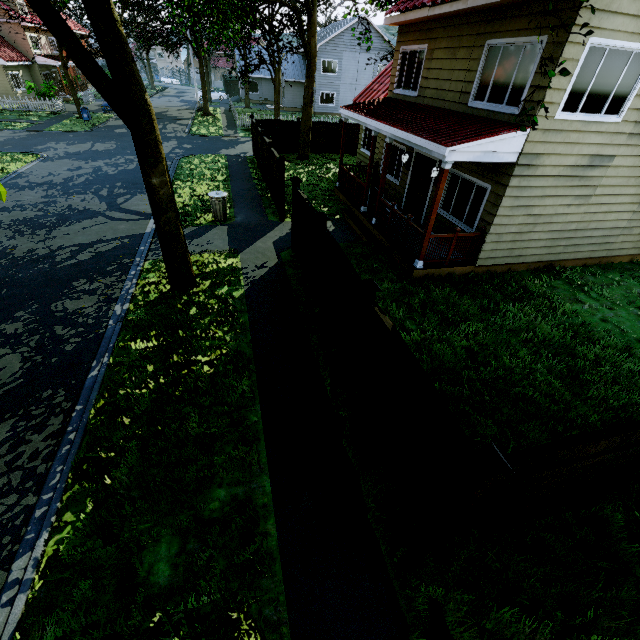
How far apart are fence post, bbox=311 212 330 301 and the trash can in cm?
576

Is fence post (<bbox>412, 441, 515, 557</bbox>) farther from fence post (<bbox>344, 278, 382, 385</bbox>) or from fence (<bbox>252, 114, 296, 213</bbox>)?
fence post (<bbox>344, 278, 382, 385</bbox>)

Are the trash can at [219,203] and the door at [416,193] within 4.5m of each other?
no

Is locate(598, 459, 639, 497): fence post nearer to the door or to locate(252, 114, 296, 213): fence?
locate(252, 114, 296, 213): fence

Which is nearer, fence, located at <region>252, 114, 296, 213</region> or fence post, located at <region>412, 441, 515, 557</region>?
Answer: fence post, located at <region>412, 441, 515, 557</region>

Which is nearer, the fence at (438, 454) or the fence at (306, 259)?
the fence at (438, 454)

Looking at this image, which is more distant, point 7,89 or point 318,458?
point 7,89

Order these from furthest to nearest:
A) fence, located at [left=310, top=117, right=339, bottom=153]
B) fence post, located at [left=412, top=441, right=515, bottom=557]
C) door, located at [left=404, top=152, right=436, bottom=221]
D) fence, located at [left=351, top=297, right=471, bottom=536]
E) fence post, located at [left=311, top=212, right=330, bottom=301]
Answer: fence, located at [left=310, top=117, right=339, bottom=153] < door, located at [left=404, top=152, right=436, bottom=221] < fence post, located at [left=311, top=212, right=330, bottom=301] < fence, located at [left=351, top=297, right=471, bottom=536] < fence post, located at [left=412, top=441, right=515, bottom=557]
